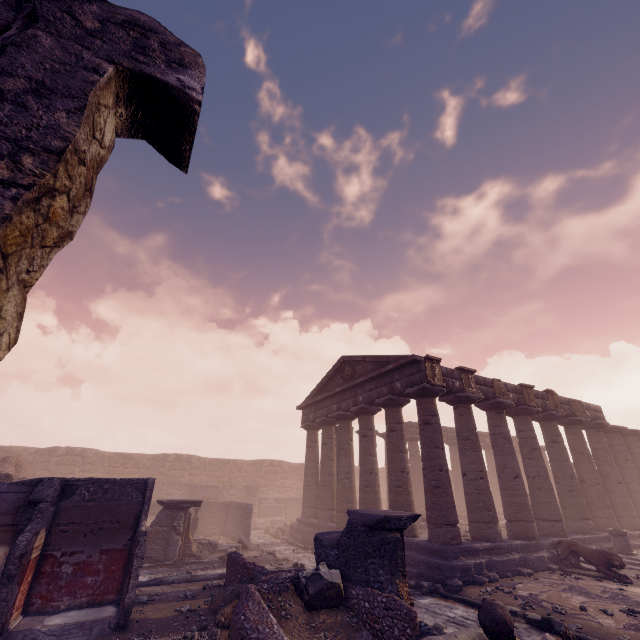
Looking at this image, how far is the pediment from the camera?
14.2m

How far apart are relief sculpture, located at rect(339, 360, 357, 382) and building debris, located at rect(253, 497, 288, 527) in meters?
14.4

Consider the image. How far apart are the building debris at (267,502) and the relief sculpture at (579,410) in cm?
2168

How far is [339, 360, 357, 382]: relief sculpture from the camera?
18.04m

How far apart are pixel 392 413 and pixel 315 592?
8.73m

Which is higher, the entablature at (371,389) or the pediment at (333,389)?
the pediment at (333,389)

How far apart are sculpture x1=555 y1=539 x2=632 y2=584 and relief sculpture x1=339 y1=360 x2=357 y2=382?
10.5 meters

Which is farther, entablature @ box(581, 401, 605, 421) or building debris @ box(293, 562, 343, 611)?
entablature @ box(581, 401, 605, 421)
